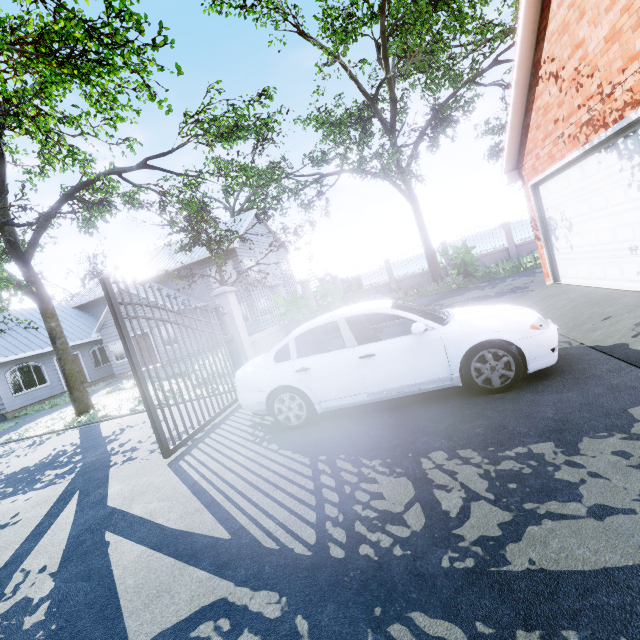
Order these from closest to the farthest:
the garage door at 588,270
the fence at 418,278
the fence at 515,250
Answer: the garage door at 588,270 < the fence at 418,278 < the fence at 515,250

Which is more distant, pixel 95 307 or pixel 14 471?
pixel 95 307

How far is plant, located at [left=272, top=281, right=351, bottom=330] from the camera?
9.8 meters

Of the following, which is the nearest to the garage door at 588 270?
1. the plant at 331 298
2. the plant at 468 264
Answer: the plant at 331 298

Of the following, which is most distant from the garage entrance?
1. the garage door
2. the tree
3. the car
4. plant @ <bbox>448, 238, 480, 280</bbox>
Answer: the tree

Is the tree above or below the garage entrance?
above

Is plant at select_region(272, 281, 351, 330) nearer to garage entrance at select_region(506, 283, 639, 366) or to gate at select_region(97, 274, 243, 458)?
gate at select_region(97, 274, 243, 458)

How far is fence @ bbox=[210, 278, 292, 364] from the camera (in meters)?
7.53
